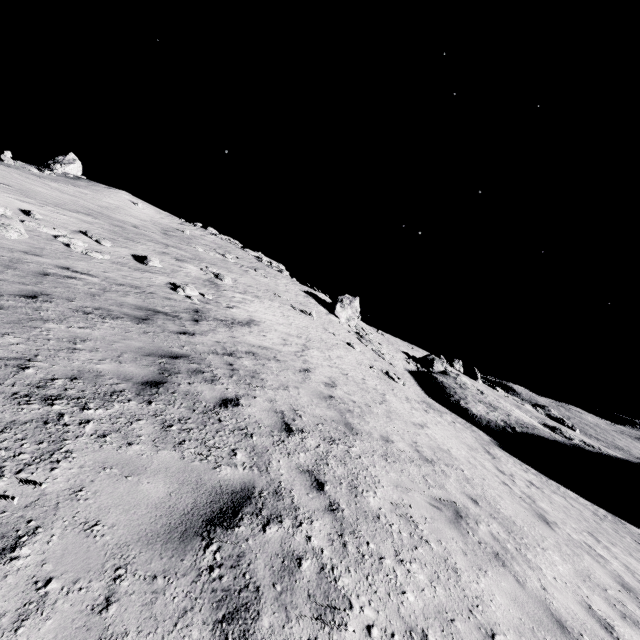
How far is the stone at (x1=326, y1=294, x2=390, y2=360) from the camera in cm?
3012

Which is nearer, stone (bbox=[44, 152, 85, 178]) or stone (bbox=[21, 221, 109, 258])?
stone (bbox=[21, 221, 109, 258])

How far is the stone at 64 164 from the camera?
33.1 meters

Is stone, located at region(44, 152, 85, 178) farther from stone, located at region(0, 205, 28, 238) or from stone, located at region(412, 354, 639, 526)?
stone, located at region(412, 354, 639, 526)

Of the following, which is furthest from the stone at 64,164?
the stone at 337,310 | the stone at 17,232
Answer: the stone at 337,310

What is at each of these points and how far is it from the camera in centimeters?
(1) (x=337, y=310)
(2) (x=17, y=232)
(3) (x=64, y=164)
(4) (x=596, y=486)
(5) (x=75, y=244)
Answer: (1) stone, 3372cm
(2) stone, 1071cm
(3) stone, 3819cm
(4) stone, 2009cm
(5) stone, 1284cm

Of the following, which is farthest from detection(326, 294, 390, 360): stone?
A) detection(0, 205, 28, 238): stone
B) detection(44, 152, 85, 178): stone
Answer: detection(44, 152, 85, 178): stone
